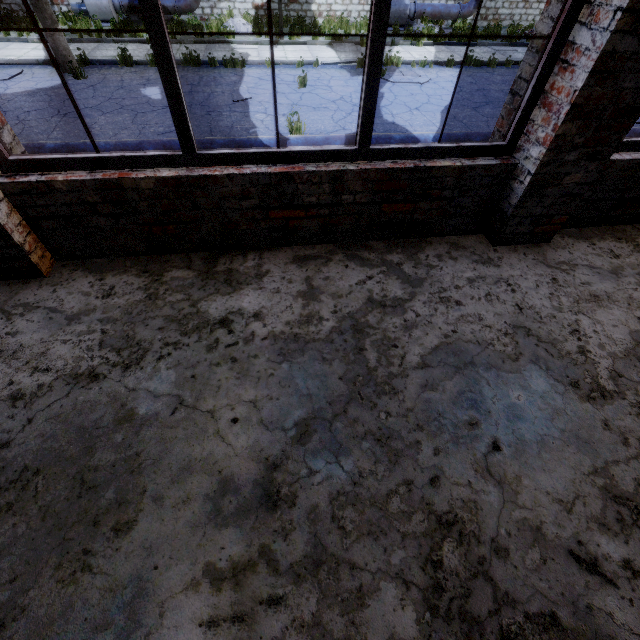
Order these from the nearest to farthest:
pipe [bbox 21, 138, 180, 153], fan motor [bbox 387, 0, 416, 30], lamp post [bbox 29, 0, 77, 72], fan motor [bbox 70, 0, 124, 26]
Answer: pipe [bbox 21, 138, 180, 153] → lamp post [bbox 29, 0, 77, 72] → fan motor [bbox 70, 0, 124, 26] → fan motor [bbox 387, 0, 416, 30]

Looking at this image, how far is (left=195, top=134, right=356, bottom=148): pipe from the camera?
4.12m

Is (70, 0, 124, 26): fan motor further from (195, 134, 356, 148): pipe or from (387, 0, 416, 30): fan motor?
(195, 134, 356, 148): pipe

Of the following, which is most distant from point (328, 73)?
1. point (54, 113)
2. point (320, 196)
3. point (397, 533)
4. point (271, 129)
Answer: point (397, 533)

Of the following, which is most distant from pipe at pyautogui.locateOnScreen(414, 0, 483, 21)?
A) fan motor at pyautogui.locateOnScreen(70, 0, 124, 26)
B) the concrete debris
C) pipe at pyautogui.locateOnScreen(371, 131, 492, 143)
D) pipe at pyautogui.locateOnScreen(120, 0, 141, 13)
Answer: pipe at pyautogui.locateOnScreen(371, 131, 492, 143)

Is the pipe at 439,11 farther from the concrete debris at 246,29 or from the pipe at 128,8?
the pipe at 128,8

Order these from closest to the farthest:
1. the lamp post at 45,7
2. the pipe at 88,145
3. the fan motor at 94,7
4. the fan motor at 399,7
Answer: the pipe at 88,145 < the lamp post at 45,7 < the fan motor at 94,7 < the fan motor at 399,7
